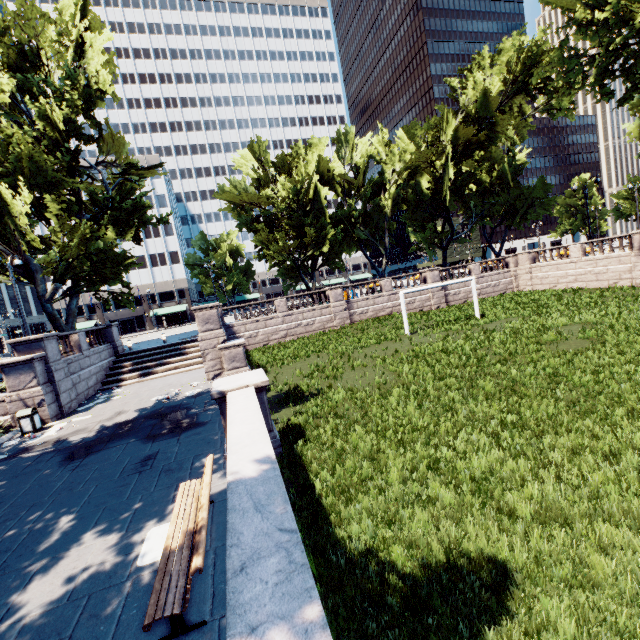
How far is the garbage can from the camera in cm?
1321

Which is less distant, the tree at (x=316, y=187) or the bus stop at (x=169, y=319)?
the tree at (x=316, y=187)

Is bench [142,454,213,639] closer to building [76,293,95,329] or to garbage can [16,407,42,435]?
garbage can [16,407,42,435]

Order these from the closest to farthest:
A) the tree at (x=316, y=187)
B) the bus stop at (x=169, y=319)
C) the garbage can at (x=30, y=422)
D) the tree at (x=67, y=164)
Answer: the garbage can at (x=30, y=422), the tree at (x=67, y=164), the tree at (x=316, y=187), the bus stop at (x=169, y=319)

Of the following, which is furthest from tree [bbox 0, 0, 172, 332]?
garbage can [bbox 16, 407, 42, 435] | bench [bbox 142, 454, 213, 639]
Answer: bench [bbox 142, 454, 213, 639]

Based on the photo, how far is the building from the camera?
58.19m

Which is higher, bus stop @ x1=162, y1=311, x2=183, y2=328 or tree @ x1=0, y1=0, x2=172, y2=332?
tree @ x1=0, y1=0, x2=172, y2=332

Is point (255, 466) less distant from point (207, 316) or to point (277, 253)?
point (207, 316)
